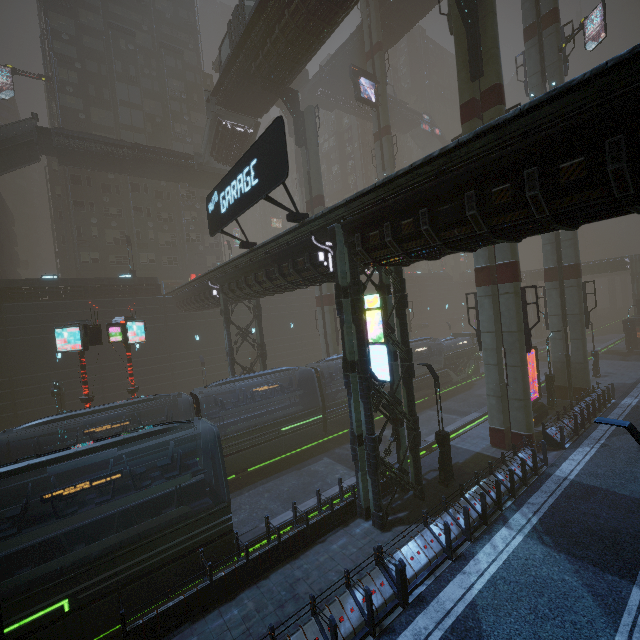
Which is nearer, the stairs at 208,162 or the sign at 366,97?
the stairs at 208,162

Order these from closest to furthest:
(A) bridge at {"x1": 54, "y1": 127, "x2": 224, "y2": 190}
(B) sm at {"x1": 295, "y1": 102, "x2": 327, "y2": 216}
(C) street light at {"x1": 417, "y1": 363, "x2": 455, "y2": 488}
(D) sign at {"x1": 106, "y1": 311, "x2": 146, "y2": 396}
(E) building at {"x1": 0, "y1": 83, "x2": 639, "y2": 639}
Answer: (E) building at {"x1": 0, "y1": 83, "x2": 639, "y2": 639} → (C) street light at {"x1": 417, "y1": 363, "x2": 455, "y2": 488} → (D) sign at {"x1": 106, "y1": 311, "x2": 146, "y2": 396} → (B) sm at {"x1": 295, "y1": 102, "x2": 327, "y2": 216} → (A) bridge at {"x1": 54, "y1": 127, "x2": 224, "y2": 190}

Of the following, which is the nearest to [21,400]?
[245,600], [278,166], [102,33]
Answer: [245,600]

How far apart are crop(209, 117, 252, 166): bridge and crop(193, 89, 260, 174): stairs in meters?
0.0

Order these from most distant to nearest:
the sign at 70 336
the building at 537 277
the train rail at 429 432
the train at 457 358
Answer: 1. the building at 537 277
2. the train at 457 358
3. the train rail at 429 432
4. the sign at 70 336

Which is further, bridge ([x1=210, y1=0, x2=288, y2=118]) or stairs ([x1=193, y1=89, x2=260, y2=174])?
stairs ([x1=193, y1=89, x2=260, y2=174])

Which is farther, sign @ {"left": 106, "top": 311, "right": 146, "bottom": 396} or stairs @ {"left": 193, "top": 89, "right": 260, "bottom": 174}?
stairs @ {"left": 193, "top": 89, "right": 260, "bottom": 174}

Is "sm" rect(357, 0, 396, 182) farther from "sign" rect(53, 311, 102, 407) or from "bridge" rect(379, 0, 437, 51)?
"sign" rect(53, 311, 102, 407)
